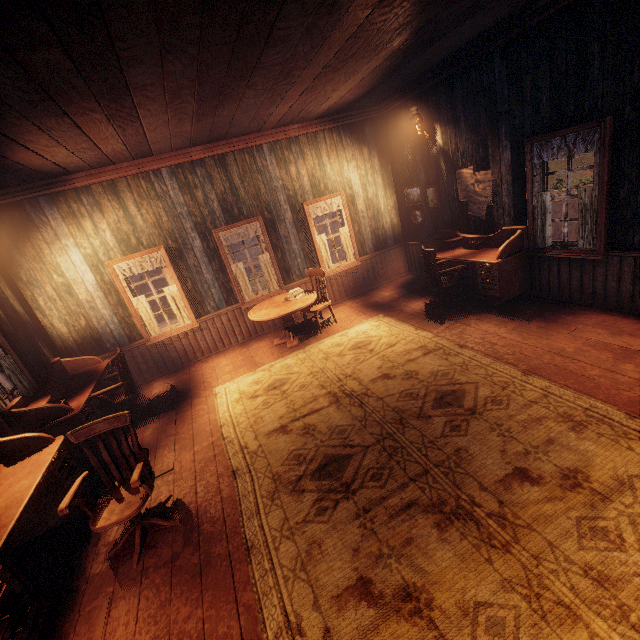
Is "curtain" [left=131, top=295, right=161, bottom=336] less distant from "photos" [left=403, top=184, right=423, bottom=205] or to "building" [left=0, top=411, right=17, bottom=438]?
"building" [left=0, top=411, right=17, bottom=438]

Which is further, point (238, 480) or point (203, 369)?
point (203, 369)

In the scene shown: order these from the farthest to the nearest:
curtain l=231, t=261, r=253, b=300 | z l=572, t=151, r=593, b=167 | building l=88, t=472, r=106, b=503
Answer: z l=572, t=151, r=593, b=167 < curtain l=231, t=261, r=253, b=300 < building l=88, t=472, r=106, b=503

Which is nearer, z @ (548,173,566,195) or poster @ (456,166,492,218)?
poster @ (456,166,492,218)

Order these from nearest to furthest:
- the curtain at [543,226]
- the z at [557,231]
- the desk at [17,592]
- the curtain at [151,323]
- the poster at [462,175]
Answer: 1. the desk at [17,592]
2. the curtain at [543,226]
3. the poster at [462,175]
4. the curtain at [151,323]
5. the z at [557,231]

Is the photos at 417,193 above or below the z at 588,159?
above

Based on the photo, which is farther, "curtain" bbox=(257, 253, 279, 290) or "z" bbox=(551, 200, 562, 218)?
"z" bbox=(551, 200, 562, 218)

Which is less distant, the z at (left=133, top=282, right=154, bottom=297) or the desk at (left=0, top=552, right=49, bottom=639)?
the desk at (left=0, top=552, right=49, bottom=639)
